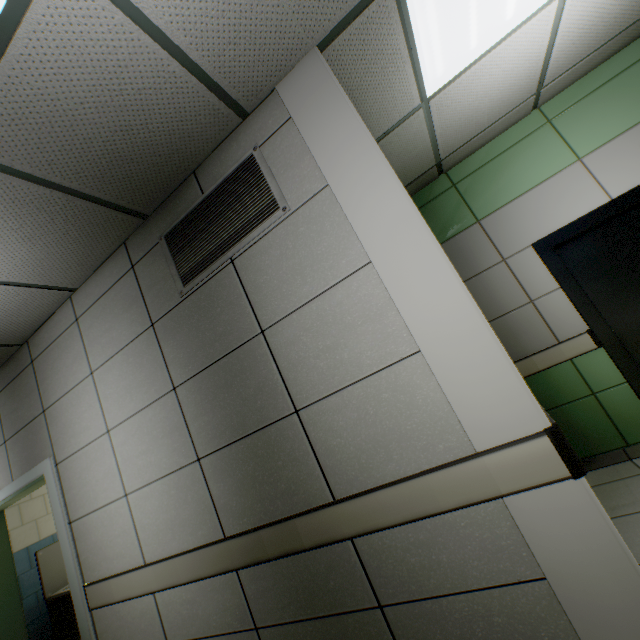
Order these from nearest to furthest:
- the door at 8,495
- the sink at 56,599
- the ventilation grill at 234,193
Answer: the ventilation grill at 234,193 < the door at 8,495 < the sink at 56,599

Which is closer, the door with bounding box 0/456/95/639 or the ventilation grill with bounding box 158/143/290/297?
the ventilation grill with bounding box 158/143/290/297

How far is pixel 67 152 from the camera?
1.65m

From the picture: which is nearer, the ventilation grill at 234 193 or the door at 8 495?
the ventilation grill at 234 193

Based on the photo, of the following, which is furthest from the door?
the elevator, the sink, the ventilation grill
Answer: the elevator

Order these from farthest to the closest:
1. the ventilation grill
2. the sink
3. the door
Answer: the sink → the door → the ventilation grill

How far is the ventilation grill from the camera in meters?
1.9

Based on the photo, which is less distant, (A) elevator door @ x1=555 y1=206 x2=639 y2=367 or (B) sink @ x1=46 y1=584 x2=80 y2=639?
(A) elevator door @ x1=555 y1=206 x2=639 y2=367
